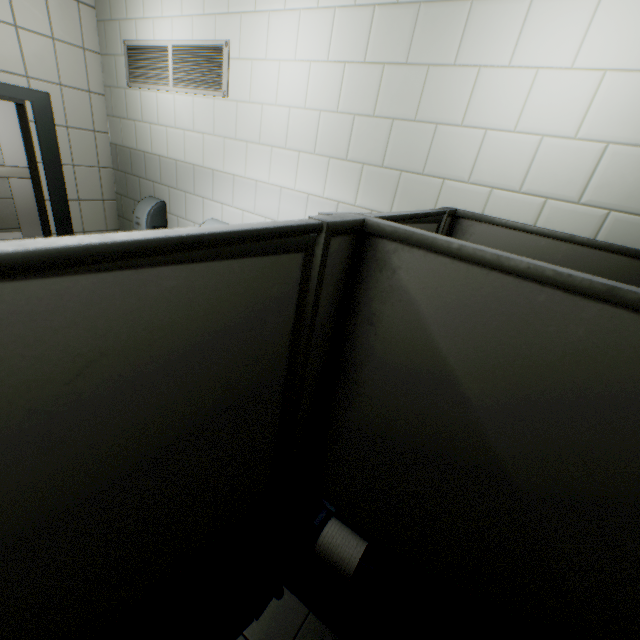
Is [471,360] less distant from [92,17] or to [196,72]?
[196,72]

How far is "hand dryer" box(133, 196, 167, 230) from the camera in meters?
3.1

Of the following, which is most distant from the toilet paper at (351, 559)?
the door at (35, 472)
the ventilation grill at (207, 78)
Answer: the ventilation grill at (207, 78)

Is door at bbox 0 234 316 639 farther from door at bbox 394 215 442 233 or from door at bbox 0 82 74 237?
door at bbox 0 82 74 237

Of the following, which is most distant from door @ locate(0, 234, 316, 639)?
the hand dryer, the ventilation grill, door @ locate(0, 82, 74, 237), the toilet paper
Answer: door @ locate(0, 82, 74, 237)

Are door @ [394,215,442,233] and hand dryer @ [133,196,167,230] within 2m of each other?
no

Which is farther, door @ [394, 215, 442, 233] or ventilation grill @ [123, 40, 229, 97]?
ventilation grill @ [123, 40, 229, 97]

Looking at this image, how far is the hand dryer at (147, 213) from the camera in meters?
3.1
